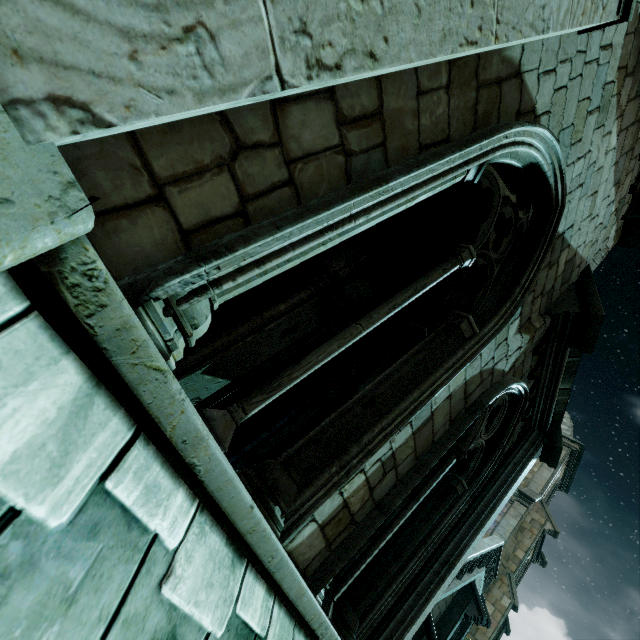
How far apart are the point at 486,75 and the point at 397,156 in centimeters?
106cm
